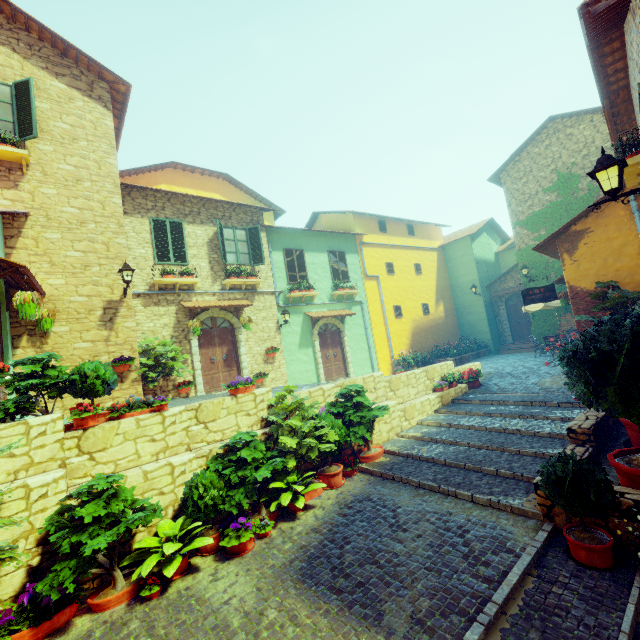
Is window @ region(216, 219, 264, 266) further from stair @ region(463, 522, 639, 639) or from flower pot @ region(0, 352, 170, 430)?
stair @ region(463, 522, 639, 639)

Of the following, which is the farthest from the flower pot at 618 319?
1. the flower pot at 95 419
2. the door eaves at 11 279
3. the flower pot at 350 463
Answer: the door eaves at 11 279

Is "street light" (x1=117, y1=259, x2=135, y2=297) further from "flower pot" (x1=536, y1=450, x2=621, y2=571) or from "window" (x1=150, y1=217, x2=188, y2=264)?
"flower pot" (x1=536, y1=450, x2=621, y2=571)

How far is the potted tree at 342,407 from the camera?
7.4m

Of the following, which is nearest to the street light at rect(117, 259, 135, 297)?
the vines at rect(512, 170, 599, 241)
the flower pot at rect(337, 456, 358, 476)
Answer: the flower pot at rect(337, 456, 358, 476)

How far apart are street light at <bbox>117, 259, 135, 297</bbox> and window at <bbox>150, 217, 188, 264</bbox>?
1.9 meters

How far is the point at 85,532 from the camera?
4.4m

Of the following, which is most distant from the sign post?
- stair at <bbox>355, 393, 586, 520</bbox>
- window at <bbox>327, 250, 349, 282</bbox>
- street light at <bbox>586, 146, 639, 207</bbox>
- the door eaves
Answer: the door eaves
